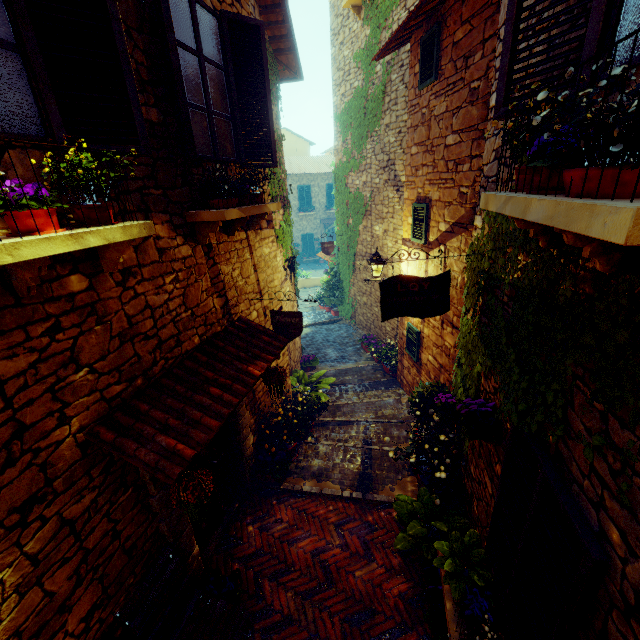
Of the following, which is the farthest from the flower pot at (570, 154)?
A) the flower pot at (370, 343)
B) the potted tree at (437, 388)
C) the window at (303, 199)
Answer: the window at (303, 199)

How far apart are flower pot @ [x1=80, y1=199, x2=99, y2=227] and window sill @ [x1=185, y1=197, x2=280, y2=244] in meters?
1.1

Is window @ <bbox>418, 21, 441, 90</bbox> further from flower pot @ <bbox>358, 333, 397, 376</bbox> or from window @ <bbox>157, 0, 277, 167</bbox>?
flower pot @ <bbox>358, 333, 397, 376</bbox>

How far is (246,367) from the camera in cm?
374

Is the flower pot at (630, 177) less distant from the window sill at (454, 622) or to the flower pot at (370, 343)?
the window sill at (454, 622)

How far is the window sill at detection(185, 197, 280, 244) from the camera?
3.35m

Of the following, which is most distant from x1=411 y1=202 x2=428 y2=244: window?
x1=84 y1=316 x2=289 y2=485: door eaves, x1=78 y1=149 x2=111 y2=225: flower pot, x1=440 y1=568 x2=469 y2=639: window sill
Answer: x1=78 y1=149 x2=111 y2=225: flower pot

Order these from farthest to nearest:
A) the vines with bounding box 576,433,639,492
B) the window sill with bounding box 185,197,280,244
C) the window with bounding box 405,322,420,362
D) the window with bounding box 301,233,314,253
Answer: the window with bounding box 301,233,314,253, the window with bounding box 405,322,420,362, the window sill with bounding box 185,197,280,244, the vines with bounding box 576,433,639,492
